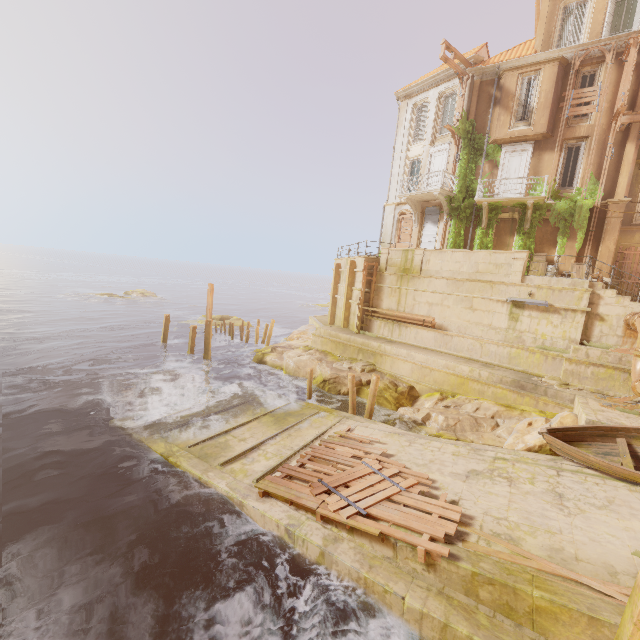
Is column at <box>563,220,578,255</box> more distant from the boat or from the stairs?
the boat

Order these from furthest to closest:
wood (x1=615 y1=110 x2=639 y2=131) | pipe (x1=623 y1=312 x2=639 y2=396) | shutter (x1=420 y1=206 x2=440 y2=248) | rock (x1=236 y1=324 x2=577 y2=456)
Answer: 1. shutter (x1=420 y1=206 x2=440 y2=248)
2. wood (x1=615 y1=110 x2=639 y2=131)
3. rock (x1=236 y1=324 x2=577 y2=456)
4. pipe (x1=623 y1=312 x2=639 y2=396)

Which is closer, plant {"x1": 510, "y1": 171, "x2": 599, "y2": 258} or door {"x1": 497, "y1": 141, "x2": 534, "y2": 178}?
plant {"x1": 510, "y1": 171, "x2": 599, "y2": 258}

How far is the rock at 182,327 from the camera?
32.2m

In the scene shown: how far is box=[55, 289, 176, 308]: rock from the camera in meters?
46.4 m

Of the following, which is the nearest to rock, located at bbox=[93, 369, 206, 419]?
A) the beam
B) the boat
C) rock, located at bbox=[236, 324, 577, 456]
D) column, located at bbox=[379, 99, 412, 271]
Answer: rock, located at bbox=[236, 324, 577, 456]

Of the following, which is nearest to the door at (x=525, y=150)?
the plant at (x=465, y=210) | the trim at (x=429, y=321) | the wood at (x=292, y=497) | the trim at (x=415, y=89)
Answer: the plant at (x=465, y=210)

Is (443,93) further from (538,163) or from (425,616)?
(425,616)
